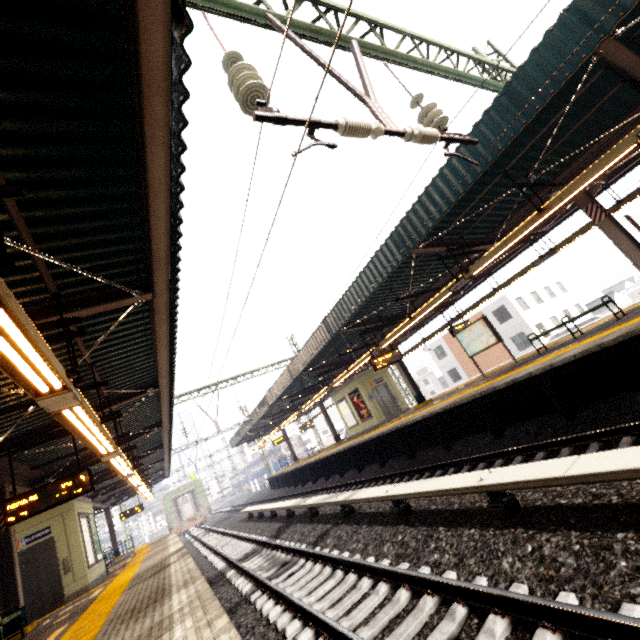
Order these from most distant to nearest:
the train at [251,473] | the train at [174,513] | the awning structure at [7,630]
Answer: the train at [251,473] → the train at [174,513] → the awning structure at [7,630]

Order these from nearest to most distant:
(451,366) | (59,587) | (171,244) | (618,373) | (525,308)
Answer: (171,244) → (618,373) → (59,587) → (525,308) → (451,366)

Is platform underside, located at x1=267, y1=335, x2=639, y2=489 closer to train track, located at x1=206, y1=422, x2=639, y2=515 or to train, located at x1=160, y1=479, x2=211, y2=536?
train track, located at x1=206, y1=422, x2=639, y2=515

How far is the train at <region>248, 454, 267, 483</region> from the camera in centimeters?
5247cm

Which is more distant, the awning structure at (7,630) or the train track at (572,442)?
the awning structure at (7,630)

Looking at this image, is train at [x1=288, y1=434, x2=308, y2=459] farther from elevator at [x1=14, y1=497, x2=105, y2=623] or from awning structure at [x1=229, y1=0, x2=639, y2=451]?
elevator at [x1=14, y1=497, x2=105, y2=623]

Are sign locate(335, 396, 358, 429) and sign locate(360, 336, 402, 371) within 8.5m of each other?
yes

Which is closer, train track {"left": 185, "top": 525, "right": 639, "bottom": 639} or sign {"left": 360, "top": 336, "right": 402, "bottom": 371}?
train track {"left": 185, "top": 525, "right": 639, "bottom": 639}
